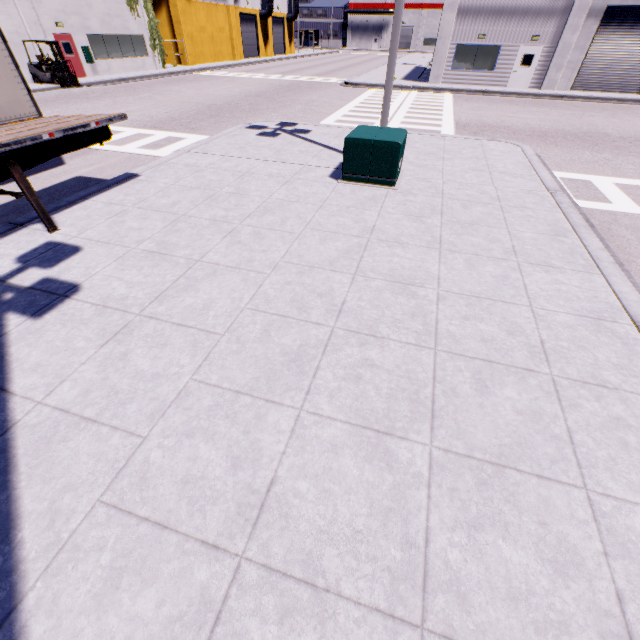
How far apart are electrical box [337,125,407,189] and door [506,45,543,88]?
23.36m

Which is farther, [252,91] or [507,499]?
[252,91]

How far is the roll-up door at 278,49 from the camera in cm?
4838

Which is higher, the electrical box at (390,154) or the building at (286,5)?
the building at (286,5)

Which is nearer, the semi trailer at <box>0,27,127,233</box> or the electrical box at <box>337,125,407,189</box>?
the semi trailer at <box>0,27,127,233</box>

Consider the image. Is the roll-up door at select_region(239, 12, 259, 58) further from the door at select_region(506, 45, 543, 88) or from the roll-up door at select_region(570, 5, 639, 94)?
the roll-up door at select_region(570, 5, 639, 94)

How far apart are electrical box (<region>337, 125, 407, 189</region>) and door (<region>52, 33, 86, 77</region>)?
26.2 meters

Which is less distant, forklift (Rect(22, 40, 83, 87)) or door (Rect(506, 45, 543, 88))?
forklift (Rect(22, 40, 83, 87))
